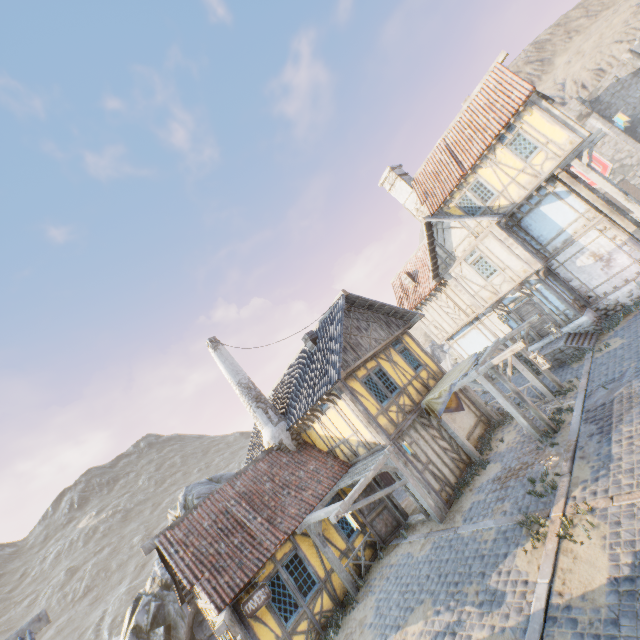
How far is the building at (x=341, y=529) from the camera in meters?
11.8 m

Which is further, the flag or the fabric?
the flag

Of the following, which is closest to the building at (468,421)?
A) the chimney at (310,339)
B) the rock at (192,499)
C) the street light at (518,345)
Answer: the chimney at (310,339)

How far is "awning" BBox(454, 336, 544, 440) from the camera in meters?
11.0 m

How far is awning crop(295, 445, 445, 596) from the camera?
10.1 meters

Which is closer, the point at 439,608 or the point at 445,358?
the point at 439,608

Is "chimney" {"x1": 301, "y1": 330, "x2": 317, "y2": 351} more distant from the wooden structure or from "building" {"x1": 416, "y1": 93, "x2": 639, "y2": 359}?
the wooden structure

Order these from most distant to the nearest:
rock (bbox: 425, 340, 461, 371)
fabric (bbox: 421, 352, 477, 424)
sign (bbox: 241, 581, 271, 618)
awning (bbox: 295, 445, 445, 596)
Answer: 1. rock (bbox: 425, 340, 461, 371)
2. fabric (bbox: 421, 352, 477, 424)
3. awning (bbox: 295, 445, 445, 596)
4. sign (bbox: 241, 581, 271, 618)
